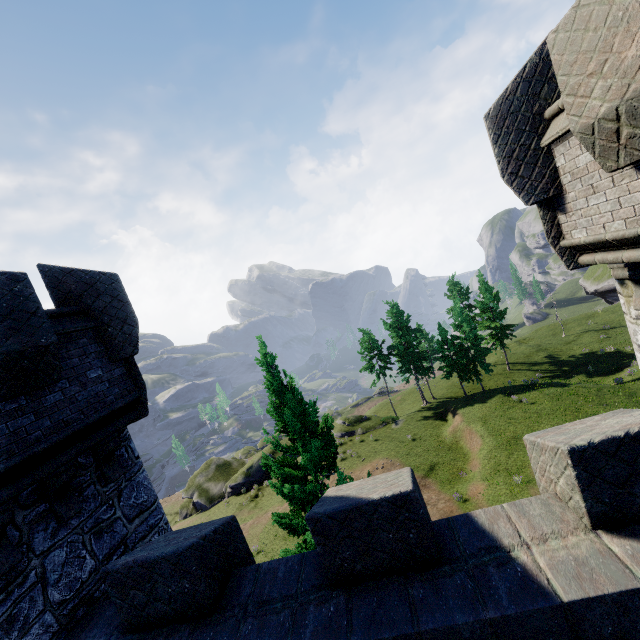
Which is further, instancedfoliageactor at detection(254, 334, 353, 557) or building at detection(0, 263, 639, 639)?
instancedfoliageactor at detection(254, 334, 353, 557)

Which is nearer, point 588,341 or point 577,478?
point 577,478

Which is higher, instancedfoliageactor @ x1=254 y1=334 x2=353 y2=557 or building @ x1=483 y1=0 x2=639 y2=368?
building @ x1=483 y1=0 x2=639 y2=368

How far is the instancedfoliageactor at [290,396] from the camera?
9.9m

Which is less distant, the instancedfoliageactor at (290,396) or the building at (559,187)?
the building at (559,187)

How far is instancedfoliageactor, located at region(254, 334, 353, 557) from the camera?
9.87m
